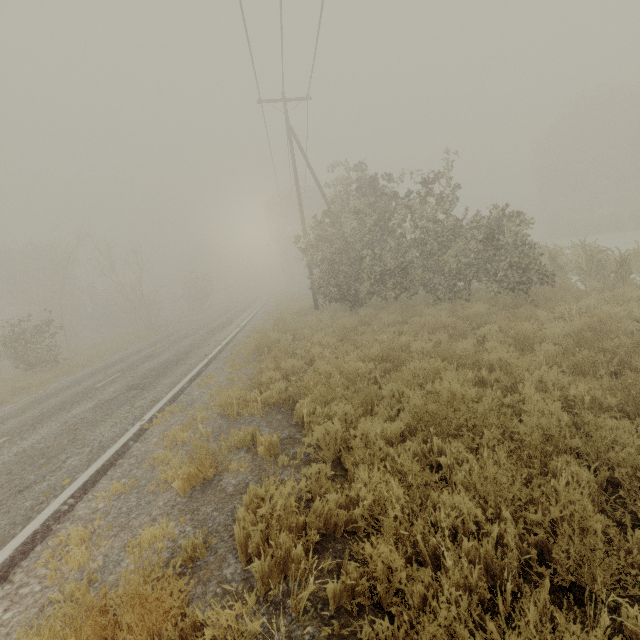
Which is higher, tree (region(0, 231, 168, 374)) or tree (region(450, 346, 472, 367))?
tree (region(0, 231, 168, 374))

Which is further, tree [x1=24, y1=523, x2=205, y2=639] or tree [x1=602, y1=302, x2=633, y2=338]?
tree [x1=602, y1=302, x2=633, y2=338]

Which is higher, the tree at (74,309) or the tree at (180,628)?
the tree at (74,309)

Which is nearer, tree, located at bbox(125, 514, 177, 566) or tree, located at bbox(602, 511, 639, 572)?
tree, located at bbox(602, 511, 639, 572)

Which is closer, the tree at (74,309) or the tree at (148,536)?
the tree at (148,536)

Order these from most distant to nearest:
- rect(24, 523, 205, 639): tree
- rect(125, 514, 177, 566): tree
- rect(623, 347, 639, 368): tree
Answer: rect(623, 347, 639, 368): tree → rect(125, 514, 177, 566): tree → rect(24, 523, 205, 639): tree

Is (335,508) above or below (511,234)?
below

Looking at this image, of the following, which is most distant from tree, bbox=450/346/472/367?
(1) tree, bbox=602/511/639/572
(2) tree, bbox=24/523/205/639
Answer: (1) tree, bbox=602/511/639/572
